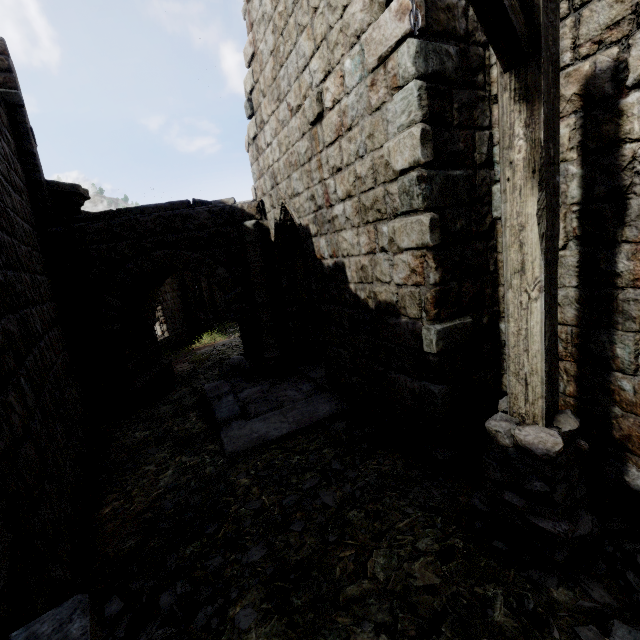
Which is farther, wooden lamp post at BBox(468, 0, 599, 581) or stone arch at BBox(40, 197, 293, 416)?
stone arch at BBox(40, 197, 293, 416)

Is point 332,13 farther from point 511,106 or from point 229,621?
point 229,621

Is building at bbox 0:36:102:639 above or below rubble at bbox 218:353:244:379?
above

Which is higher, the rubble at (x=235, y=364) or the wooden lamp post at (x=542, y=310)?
the wooden lamp post at (x=542, y=310)

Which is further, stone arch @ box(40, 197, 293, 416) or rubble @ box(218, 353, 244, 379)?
rubble @ box(218, 353, 244, 379)

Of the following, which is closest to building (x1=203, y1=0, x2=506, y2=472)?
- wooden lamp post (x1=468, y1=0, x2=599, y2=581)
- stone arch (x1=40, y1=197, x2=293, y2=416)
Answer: stone arch (x1=40, y1=197, x2=293, y2=416)

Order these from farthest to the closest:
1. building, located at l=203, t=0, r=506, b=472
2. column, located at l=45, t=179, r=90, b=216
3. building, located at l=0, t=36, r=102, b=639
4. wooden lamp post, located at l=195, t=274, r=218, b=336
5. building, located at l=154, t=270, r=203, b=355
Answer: wooden lamp post, located at l=195, t=274, r=218, b=336
building, located at l=154, t=270, r=203, b=355
column, located at l=45, t=179, r=90, b=216
building, located at l=203, t=0, r=506, b=472
building, located at l=0, t=36, r=102, b=639

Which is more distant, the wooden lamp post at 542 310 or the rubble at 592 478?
the rubble at 592 478
